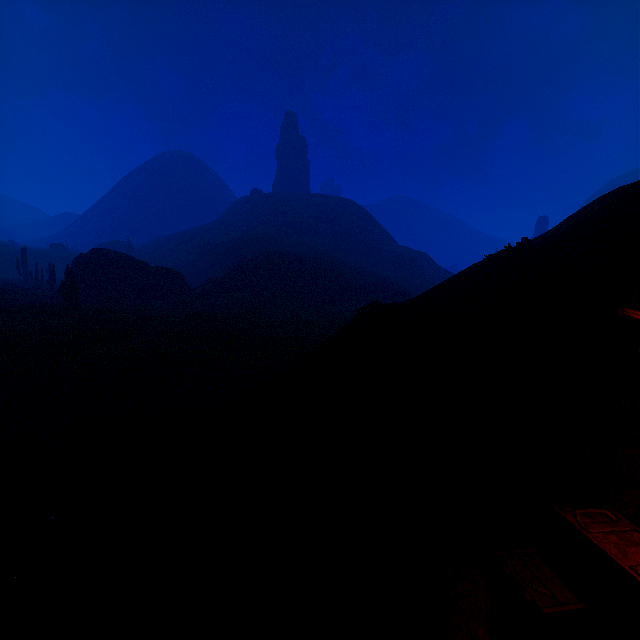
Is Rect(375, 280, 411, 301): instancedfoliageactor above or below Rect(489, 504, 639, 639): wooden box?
above

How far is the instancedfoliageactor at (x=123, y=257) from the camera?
23.22m

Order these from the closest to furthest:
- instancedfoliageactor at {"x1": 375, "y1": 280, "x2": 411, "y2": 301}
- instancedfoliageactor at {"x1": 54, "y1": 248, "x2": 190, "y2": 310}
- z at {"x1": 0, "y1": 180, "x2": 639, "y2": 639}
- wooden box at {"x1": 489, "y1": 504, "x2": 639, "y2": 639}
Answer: wooden box at {"x1": 489, "y1": 504, "x2": 639, "y2": 639}, z at {"x1": 0, "y1": 180, "x2": 639, "y2": 639}, instancedfoliageactor at {"x1": 54, "y1": 248, "x2": 190, "y2": 310}, instancedfoliageactor at {"x1": 375, "y1": 280, "x2": 411, "y2": 301}

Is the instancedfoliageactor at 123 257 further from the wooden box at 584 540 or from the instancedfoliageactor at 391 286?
the wooden box at 584 540

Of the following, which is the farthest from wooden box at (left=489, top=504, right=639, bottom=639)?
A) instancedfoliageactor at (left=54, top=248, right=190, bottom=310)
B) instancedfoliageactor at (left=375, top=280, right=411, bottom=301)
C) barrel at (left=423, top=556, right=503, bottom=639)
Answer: instancedfoliageactor at (left=375, top=280, right=411, bottom=301)

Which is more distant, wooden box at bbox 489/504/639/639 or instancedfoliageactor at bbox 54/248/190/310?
instancedfoliageactor at bbox 54/248/190/310

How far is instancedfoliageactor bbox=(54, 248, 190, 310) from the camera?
23.2m

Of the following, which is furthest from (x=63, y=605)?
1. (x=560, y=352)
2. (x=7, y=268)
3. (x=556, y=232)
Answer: (x=7, y=268)
